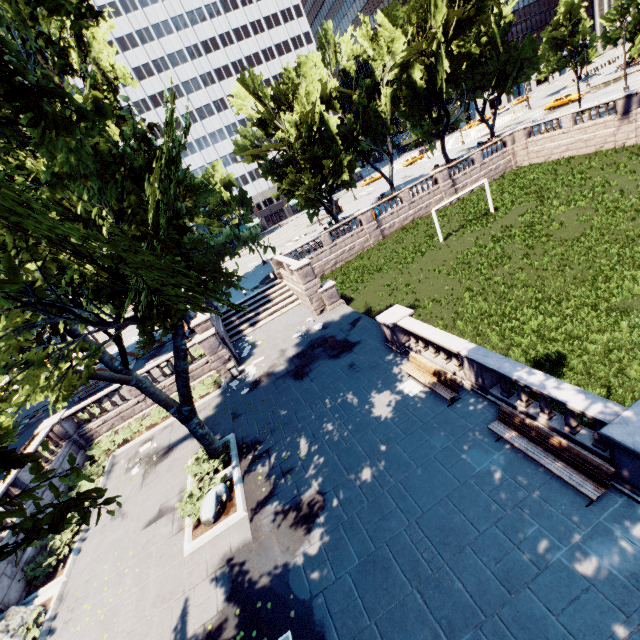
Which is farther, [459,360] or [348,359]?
[348,359]

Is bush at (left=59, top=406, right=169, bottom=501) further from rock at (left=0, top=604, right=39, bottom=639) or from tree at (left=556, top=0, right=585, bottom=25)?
tree at (left=556, top=0, right=585, bottom=25)

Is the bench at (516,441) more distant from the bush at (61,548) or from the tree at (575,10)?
the bush at (61,548)

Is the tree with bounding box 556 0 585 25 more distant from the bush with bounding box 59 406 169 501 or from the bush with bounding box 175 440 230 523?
the bush with bounding box 59 406 169 501

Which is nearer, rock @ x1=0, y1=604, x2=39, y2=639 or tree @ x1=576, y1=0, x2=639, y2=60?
rock @ x1=0, y1=604, x2=39, y2=639

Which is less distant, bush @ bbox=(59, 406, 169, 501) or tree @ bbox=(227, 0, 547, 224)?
bush @ bbox=(59, 406, 169, 501)

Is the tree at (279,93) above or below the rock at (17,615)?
above

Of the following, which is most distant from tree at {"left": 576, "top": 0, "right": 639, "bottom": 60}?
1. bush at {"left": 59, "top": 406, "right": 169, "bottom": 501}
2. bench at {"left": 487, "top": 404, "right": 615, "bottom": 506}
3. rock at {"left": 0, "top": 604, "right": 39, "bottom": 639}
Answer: bench at {"left": 487, "top": 404, "right": 615, "bottom": 506}
